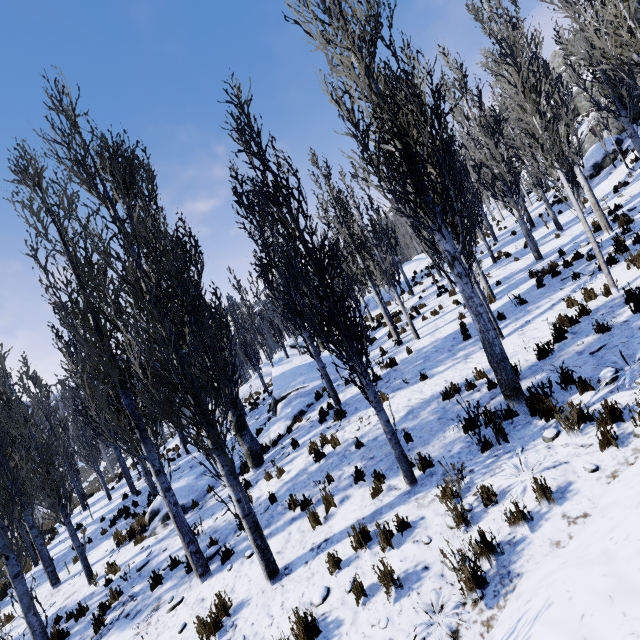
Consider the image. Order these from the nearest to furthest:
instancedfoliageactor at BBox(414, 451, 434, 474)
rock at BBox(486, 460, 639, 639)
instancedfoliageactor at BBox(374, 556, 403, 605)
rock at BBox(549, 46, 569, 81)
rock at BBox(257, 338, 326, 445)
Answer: rock at BBox(486, 460, 639, 639)
instancedfoliageactor at BBox(374, 556, 403, 605)
instancedfoliageactor at BBox(414, 451, 434, 474)
rock at BBox(257, 338, 326, 445)
rock at BBox(549, 46, 569, 81)

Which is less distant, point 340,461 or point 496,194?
point 340,461

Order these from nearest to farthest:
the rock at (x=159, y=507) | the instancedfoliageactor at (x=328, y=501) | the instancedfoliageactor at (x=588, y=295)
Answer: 1. the instancedfoliageactor at (x=328, y=501)
2. the instancedfoliageactor at (x=588, y=295)
3. the rock at (x=159, y=507)

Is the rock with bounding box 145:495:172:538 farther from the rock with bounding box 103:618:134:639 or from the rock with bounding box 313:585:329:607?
the rock with bounding box 313:585:329:607

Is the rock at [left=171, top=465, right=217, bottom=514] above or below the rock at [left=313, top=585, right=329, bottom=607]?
above

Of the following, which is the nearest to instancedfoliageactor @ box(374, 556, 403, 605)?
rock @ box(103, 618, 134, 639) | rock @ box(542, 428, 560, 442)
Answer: rock @ box(542, 428, 560, 442)

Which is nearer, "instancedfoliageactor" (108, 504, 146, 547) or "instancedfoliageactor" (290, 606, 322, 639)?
"instancedfoliageactor" (290, 606, 322, 639)

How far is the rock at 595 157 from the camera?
22.6 meters
